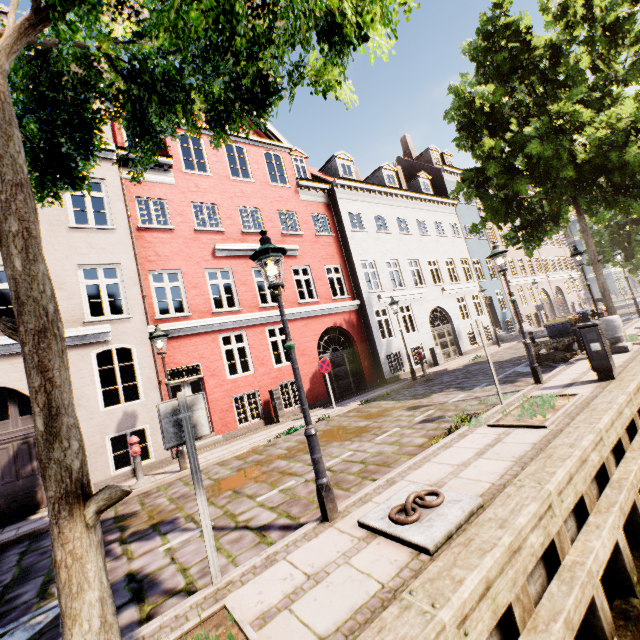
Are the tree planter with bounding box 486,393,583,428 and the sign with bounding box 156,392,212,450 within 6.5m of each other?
yes

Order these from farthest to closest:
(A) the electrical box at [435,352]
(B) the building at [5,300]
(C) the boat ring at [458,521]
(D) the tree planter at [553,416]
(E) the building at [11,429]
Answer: (A) the electrical box at [435,352] < (B) the building at [5,300] < (E) the building at [11,429] < (D) the tree planter at [553,416] < (C) the boat ring at [458,521]

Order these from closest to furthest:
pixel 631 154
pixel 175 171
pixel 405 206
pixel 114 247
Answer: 1. pixel 631 154
2. pixel 114 247
3. pixel 175 171
4. pixel 405 206

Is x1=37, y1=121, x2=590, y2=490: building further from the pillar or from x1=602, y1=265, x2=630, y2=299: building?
the pillar

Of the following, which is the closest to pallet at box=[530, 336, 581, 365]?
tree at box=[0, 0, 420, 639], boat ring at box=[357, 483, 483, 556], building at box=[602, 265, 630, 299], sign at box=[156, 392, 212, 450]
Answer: tree at box=[0, 0, 420, 639]

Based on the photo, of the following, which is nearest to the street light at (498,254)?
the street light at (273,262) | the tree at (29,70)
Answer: the tree at (29,70)

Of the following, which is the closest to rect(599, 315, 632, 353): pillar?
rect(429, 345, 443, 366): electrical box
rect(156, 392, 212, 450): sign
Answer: rect(429, 345, 443, 366): electrical box

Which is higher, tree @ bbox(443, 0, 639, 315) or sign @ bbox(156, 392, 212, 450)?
tree @ bbox(443, 0, 639, 315)
